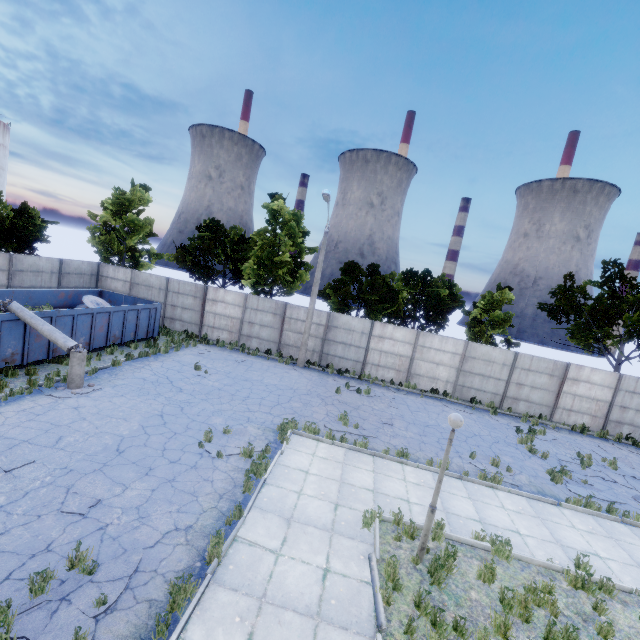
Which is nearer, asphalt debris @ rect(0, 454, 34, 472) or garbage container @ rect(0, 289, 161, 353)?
asphalt debris @ rect(0, 454, 34, 472)

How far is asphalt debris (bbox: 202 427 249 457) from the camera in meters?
9.6 m

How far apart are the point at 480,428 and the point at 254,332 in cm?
1458

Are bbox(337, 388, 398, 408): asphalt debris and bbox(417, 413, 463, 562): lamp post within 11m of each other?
yes

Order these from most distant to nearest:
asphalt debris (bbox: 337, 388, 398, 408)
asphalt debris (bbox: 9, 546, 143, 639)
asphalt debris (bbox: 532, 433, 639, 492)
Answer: asphalt debris (bbox: 337, 388, 398, 408) → asphalt debris (bbox: 532, 433, 639, 492) → asphalt debris (bbox: 9, 546, 143, 639)

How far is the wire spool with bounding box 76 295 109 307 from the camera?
18.03m

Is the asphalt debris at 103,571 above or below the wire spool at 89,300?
below

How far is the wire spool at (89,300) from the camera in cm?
1803
